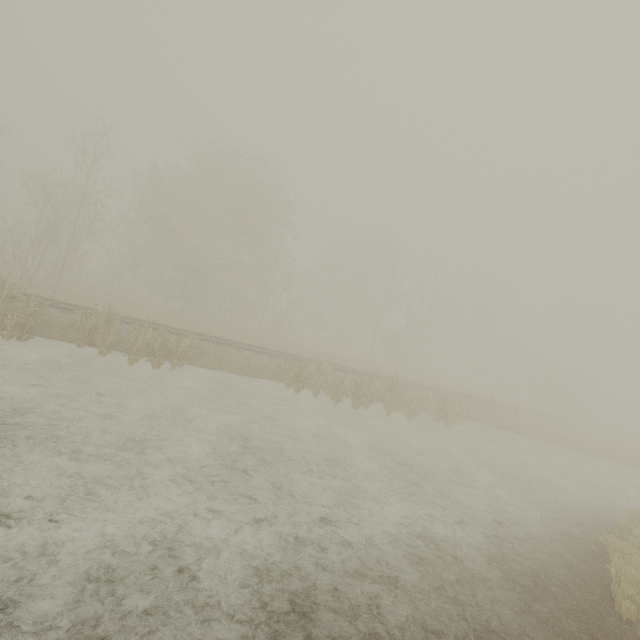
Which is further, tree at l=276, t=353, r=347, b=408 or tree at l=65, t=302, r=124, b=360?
tree at l=276, t=353, r=347, b=408

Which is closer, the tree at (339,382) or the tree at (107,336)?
the tree at (107,336)

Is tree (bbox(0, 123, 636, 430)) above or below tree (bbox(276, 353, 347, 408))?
above

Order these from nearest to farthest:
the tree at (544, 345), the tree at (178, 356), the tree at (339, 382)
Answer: the tree at (178, 356)
the tree at (339, 382)
the tree at (544, 345)

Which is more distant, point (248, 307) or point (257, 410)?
point (248, 307)

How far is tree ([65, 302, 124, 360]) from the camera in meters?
12.3 m
